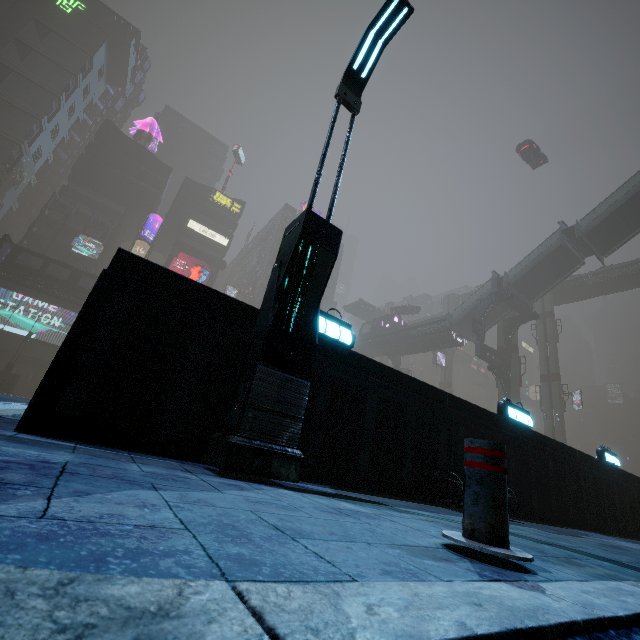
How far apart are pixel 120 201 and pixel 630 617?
66.21m

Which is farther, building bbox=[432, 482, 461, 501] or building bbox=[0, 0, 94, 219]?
building bbox=[0, 0, 94, 219]

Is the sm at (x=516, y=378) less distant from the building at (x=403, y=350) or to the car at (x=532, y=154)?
the building at (x=403, y=350)

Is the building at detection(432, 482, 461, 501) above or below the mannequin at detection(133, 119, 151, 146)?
below

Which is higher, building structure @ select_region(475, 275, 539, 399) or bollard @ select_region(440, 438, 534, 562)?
building structure @ select_region(475, 275, 539, 399)

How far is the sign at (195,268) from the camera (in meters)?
53.88

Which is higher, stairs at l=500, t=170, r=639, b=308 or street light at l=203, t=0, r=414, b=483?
stairs at l=500, t=170, r=639, b=308

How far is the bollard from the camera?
1.7 meters
